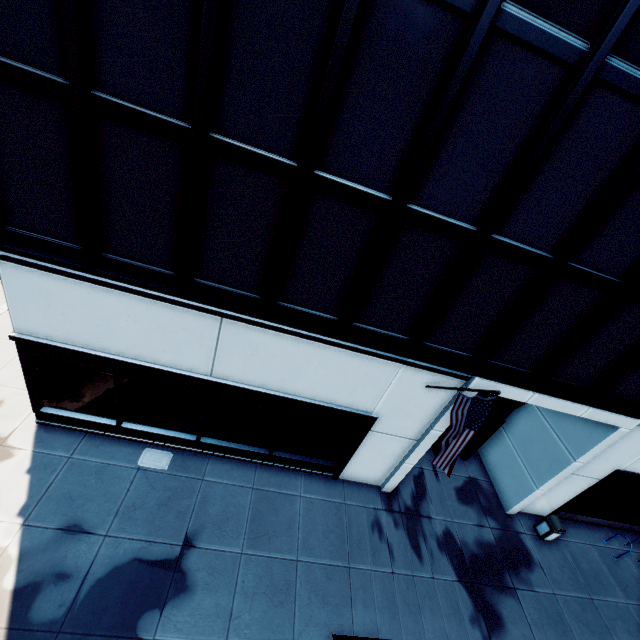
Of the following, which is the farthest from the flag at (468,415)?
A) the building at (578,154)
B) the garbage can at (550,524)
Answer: the garbage can at (550,524)

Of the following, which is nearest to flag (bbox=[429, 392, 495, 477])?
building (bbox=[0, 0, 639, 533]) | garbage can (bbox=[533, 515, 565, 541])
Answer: building (bbox=[0, 0, 639, 533])

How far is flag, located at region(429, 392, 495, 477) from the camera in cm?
696

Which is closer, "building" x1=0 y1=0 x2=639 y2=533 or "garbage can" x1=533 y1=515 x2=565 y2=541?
"building" x1=0 y1=0 x2=639 y2=533

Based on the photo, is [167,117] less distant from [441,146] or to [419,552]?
[441,146]

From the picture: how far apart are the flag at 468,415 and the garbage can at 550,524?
8.56m

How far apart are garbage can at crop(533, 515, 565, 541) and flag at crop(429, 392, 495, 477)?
8.56m

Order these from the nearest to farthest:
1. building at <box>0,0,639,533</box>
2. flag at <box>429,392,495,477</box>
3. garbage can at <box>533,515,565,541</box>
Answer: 1. building at <box>0,0,639,533</box>
2. flag at <box>429,392,495,477</box>
3. garbage can at <box>533,515,565,541</box>
